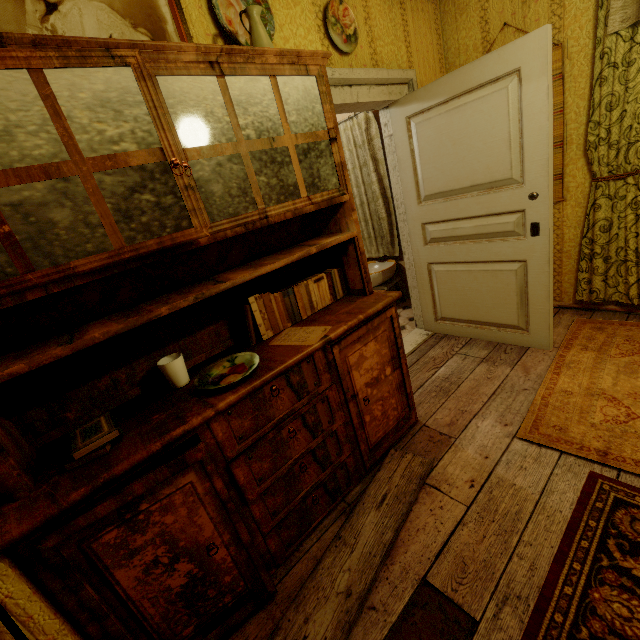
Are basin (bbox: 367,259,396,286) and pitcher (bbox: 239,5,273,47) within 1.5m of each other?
no

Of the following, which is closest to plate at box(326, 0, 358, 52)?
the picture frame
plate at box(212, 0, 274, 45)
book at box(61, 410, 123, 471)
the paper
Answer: plate at box(212, 0, 274, 45)

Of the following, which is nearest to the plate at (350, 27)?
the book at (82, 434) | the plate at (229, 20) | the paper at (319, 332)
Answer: the plate at (229, 20)

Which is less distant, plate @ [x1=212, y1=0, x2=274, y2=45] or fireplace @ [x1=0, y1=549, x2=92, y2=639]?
fireplace @ [x1=0, y1=549, x2=92, y2=639]

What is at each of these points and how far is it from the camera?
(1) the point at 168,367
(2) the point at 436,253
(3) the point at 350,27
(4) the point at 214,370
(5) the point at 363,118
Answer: (1) cup, 1.41m
(2) door, 2.88m
(3) plate, 2.20m
(4) plate, 1.49m
(5) curtain, 3.65m

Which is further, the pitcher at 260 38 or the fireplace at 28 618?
the pitcher at 260 38

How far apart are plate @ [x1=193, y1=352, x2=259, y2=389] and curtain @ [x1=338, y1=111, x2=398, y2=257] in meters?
3.1 m

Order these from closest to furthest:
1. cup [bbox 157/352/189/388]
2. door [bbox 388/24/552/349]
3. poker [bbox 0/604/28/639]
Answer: poker [bbox 0/604/28/639] → cup [bbox 157/352/189/388] → door [bbox 388/24/552/349]
